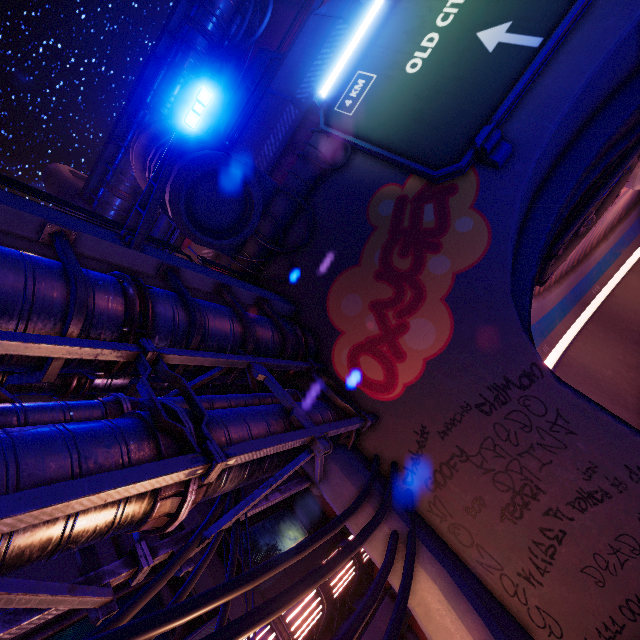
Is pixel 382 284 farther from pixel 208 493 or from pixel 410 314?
pixel 208 493

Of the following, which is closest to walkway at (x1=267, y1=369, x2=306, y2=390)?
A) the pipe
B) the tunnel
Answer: the pipe

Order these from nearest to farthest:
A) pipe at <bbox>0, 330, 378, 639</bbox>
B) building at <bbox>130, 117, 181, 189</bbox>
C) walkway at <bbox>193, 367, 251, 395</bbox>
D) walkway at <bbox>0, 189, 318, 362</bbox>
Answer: pipe at <bbox>0, 330, 378, 639</bbox>, walkway at <bbox>0, 189, 318, 362</bbox>, walkway at <bbox>193, 367, 251, 395</bbox>, building at <bbox>130, 117, 181, 189</bbox>

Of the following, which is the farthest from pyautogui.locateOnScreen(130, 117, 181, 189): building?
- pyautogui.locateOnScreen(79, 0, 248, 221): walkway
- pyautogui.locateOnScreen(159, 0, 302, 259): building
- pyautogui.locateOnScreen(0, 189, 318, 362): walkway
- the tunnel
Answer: pyautogui.locateOnScreen(79, 0, 248, 221): walkway

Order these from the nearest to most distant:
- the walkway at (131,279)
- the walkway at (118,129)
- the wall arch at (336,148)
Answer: the walkway at (131,279), the wall arch at (336,148), the walkway at (118,129)

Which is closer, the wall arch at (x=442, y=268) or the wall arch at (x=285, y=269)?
the wall arch at (x=442, y=268)

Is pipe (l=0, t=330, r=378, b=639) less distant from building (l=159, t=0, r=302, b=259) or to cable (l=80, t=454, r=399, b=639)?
cable (l=80, t=454, r=399, b=639)

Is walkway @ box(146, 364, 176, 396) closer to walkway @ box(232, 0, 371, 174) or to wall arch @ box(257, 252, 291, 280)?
wall arch @ box(257, 252, 291, 280)
